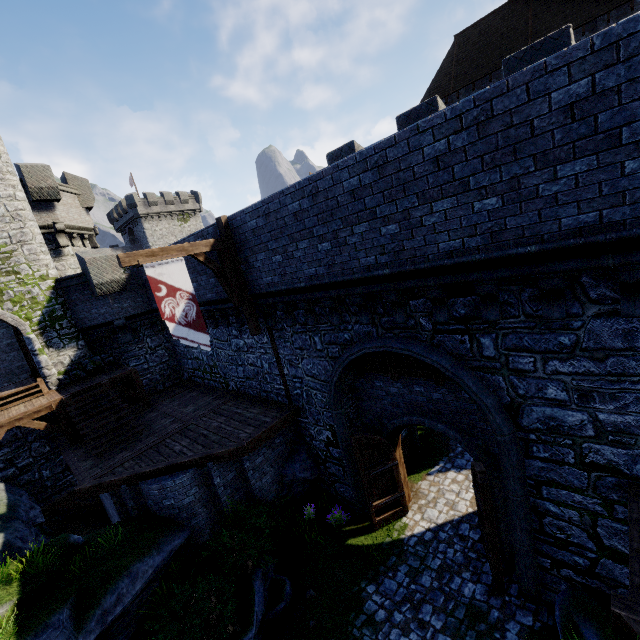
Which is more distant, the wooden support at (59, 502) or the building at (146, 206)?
the building at (146, 206)

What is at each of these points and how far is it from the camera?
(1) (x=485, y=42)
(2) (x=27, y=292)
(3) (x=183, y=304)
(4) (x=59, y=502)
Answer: (1) building, 27.6m
(2) building tower, 14.6m
(3) flag, 9.0m
(4) wooden support, 13.1m

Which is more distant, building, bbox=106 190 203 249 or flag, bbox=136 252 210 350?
building, bbox=106 190 203 249

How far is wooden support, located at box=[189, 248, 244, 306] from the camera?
9.9m

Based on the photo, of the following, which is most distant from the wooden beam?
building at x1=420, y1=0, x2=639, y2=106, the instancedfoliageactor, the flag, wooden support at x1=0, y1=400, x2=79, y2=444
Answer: building at x1=420, y1=0, x2=639, y2=106

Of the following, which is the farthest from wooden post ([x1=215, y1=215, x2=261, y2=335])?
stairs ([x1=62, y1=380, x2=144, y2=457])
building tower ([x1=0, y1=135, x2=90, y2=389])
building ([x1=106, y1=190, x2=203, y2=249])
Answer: building ([x1=106, y1=190, x2=203, y2=249])

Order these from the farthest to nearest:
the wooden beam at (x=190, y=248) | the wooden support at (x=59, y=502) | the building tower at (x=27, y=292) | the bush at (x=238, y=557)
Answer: the building tower at (x=27, y=292) → the wooden support at (x=59, y=502) → the wooden beam at (x=190, y=248) → the bush at (x=238, y=557)

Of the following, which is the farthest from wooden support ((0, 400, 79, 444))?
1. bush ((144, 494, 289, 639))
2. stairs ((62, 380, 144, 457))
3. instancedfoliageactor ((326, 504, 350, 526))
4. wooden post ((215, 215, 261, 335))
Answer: instancedfoliageactor ((326, 504, 350, 526))
